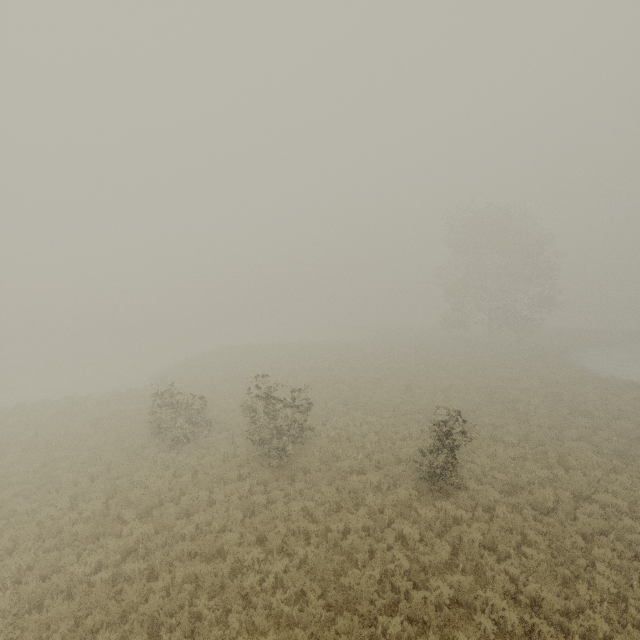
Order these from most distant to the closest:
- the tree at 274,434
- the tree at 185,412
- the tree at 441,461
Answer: the tree at 185,412 < the tree at 274,434 < the tree at 441,461

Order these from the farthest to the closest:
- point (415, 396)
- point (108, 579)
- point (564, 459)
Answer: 1. point (415, 396)
2. point (564, 459)
3. point (108, 579)

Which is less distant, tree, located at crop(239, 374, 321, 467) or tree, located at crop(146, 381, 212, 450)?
tree, located at crop(239, 374, 321, 467)

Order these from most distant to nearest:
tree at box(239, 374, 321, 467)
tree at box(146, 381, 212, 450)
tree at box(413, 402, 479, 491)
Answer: tree at box(146, 381, 212, 450), tree at box(239, 374, 321, 467), tree at box(413, 402, 479, 491)

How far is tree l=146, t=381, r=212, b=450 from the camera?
15.41m

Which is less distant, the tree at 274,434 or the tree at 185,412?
the tree at 274,434
